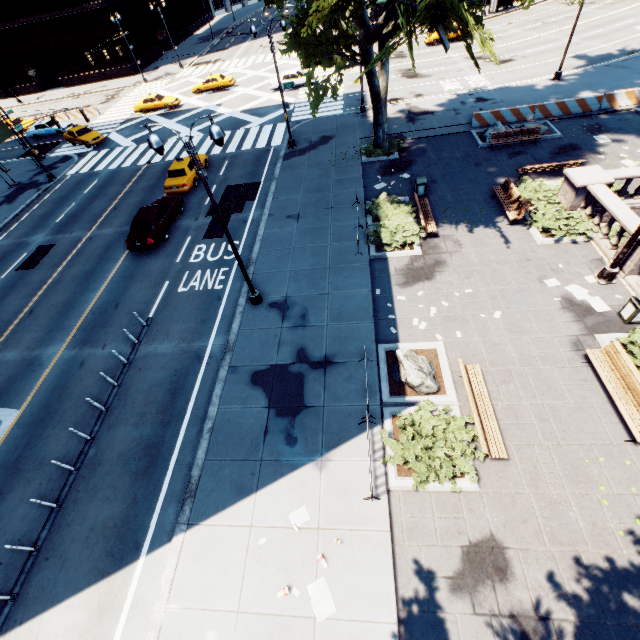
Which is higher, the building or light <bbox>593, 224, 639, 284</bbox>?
the building

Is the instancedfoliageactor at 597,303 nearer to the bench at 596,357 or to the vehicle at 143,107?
the bench at 596,357

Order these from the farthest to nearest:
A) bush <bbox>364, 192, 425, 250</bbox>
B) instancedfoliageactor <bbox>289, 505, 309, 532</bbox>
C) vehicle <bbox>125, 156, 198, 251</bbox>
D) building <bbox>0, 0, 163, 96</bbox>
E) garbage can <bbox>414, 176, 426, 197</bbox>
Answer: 1. building <bbox>0, 0, 163, 96</bbox>
2. vehicle <bbox>125, 156, 198, 251</bbox>
3. garbage can <bbox>414, 176, 426, 197</bbox>
4. bush <bbox>364, 192, 425, 250</bbox>
5. instancedfoliageactor <bbox>289, 505, 309, 532</bbox>

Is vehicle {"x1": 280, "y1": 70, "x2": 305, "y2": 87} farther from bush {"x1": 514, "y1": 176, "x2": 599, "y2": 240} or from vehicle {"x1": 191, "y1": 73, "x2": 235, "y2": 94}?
bush {"x1": 514, "y1": 176, "x2": 599, "y2": 240}

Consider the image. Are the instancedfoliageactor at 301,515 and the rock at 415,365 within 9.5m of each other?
yes

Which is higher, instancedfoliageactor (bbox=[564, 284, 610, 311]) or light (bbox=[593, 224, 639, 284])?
light (bbox=[593, 224, 639, 284])

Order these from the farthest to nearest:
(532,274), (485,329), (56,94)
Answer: (56,94) → (532,274) → (485,329)

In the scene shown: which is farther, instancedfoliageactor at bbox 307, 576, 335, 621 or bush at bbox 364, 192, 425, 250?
bush at bbox 364, 192, 425, 250
